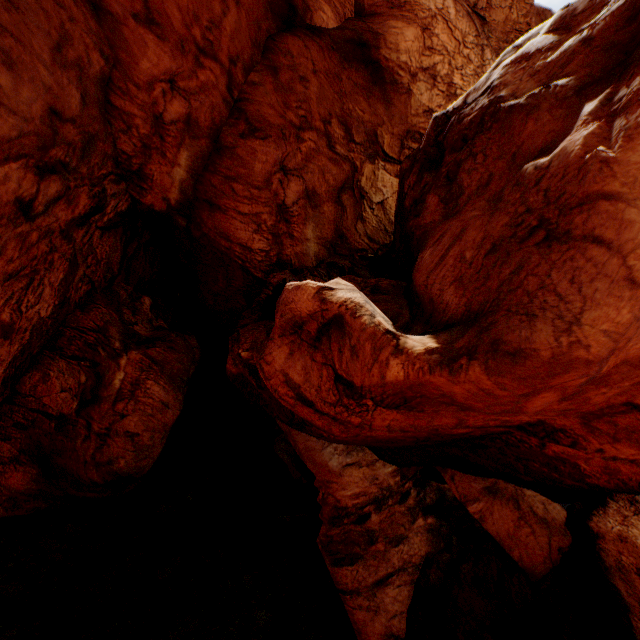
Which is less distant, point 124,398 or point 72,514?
point 72,514
